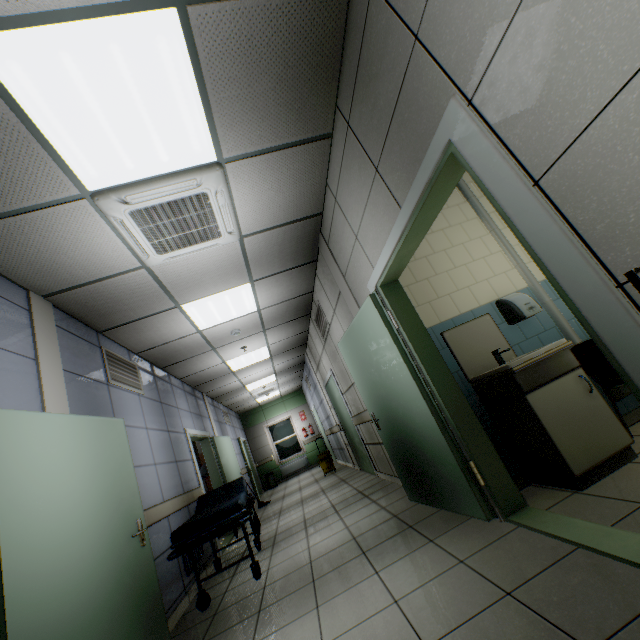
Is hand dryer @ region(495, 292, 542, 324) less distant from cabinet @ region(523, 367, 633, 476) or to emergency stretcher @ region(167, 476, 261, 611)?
cabinet @ region(523, 367, 633, 476)

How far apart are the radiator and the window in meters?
0.1

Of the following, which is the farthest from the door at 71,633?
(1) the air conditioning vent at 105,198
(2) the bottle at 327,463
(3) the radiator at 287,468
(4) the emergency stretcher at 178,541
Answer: (3) the radiator at 287,468

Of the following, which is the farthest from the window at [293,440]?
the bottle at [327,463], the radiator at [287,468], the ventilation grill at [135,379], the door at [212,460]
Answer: the ventilation grill at [135,379]

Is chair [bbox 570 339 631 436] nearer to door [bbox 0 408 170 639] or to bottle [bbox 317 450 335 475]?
door [bbox 0 408 170 639]

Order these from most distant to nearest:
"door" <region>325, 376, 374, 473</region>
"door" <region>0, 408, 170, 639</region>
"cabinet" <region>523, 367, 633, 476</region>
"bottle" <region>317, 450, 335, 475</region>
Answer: "bottle" <region>317, 450, 335, 475</region> < "door" <region>325, 376, 374, 473</region> < "cabinet" <region>523, 367, 633, 476</region> < "door" <region>0, 408, 170, 639</region>

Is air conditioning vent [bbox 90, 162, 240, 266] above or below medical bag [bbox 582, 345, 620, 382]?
above

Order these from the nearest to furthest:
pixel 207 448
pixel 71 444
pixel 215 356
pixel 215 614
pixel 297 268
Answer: pixel 71 444 → pixel 215 614 → pixel 297 268 → pixel 215 356 → pixel 207 448
